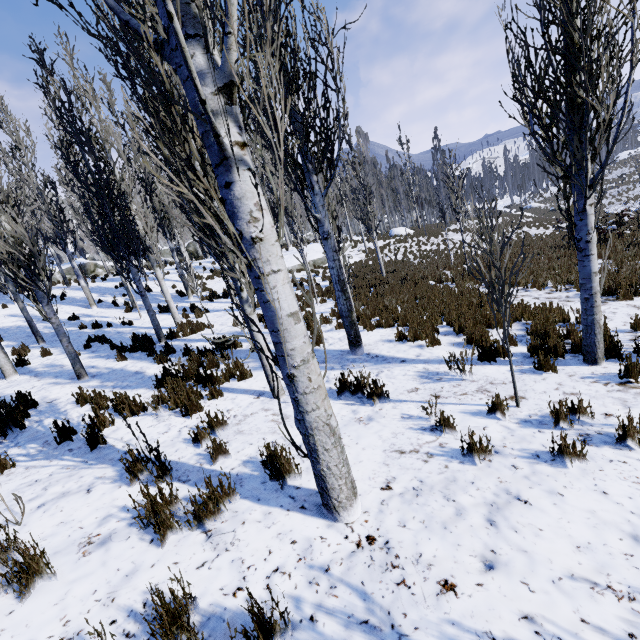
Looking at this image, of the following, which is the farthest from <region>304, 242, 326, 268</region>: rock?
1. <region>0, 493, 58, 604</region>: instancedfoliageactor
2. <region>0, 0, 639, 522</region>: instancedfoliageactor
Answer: <region>0, 493, 58, 604</region>: instancedfoliageactor

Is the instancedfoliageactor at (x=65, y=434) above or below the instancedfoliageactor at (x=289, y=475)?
above

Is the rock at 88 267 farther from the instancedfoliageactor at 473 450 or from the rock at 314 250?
the rock at 314 250

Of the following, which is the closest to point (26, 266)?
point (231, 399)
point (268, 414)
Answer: point (231, 399)

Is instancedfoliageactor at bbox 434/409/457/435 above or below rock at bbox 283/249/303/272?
below

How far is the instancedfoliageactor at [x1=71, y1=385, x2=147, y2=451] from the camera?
4.4 meters

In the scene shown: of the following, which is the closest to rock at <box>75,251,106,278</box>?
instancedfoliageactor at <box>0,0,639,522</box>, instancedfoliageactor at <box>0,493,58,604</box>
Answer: instancedfoliageactor at <box>0,0,639,522</box>
